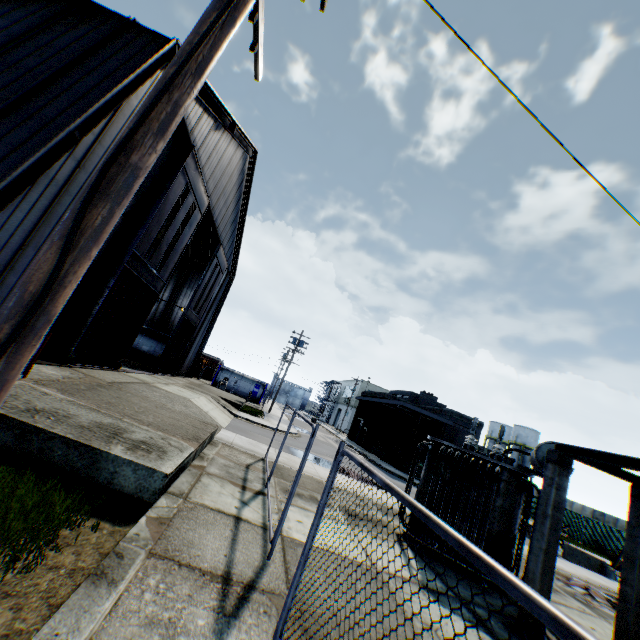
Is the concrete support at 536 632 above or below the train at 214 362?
below

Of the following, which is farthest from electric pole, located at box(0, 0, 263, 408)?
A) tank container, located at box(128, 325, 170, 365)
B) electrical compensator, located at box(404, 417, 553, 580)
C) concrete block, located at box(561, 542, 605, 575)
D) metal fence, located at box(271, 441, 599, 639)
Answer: tank container, located at box(128, 325, 170, 365)

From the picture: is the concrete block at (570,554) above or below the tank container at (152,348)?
below

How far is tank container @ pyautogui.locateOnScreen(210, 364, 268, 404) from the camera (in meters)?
42.19

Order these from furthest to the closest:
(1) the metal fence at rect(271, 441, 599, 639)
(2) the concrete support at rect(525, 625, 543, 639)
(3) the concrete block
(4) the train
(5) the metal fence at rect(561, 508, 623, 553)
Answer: (4) the train
(5) the metal fence at rect(561, 508, 623, 553)
(3) the concrete block
(2) the concrete support at rect(525, 625, 543, 639)
(1) the metal fence at rect(271, 441, 599, 639)

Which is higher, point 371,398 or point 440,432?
point 371,398

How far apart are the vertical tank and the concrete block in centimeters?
4163cm

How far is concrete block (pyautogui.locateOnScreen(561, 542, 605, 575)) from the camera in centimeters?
1677cm
